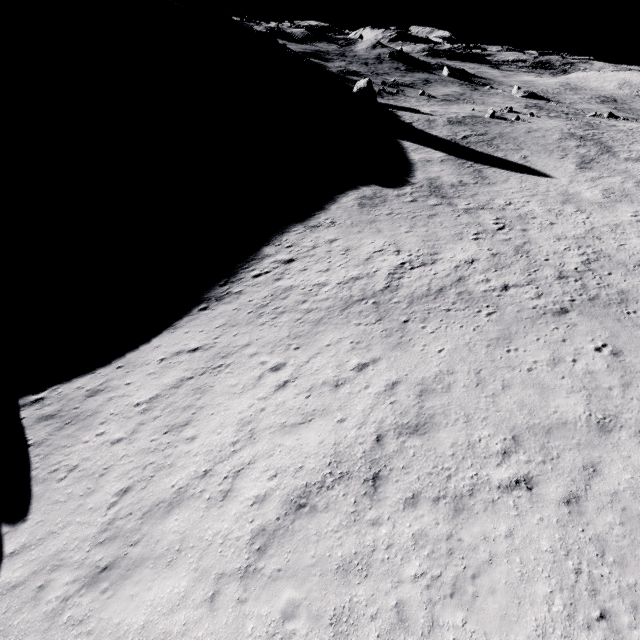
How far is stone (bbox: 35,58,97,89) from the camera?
41.7 meters

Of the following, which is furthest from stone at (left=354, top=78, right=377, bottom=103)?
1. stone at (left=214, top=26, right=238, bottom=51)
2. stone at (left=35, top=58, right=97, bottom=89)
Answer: stone at (left=35, top=58, right=97, bottom=89)

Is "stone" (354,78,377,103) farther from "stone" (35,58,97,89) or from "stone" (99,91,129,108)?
"stone" (35,58,97,89)

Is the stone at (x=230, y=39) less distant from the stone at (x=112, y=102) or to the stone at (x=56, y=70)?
the stone at (x=112, y=102)

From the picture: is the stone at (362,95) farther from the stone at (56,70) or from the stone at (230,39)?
the stone at (56,70)

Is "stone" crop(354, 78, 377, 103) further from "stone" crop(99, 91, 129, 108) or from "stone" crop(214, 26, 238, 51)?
"stone" crop(99, 91, 129, 108)

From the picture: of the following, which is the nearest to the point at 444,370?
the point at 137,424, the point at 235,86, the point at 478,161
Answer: the point at 137,424

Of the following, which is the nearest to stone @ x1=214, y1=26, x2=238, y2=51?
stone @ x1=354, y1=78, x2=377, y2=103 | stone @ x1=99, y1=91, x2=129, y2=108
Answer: stone @ x1=354, y1=78, x2=377, y2=103
